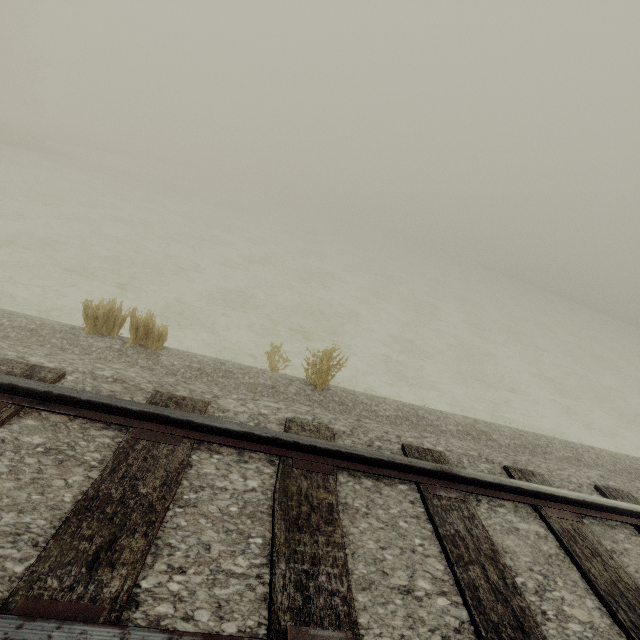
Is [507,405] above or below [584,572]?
below
